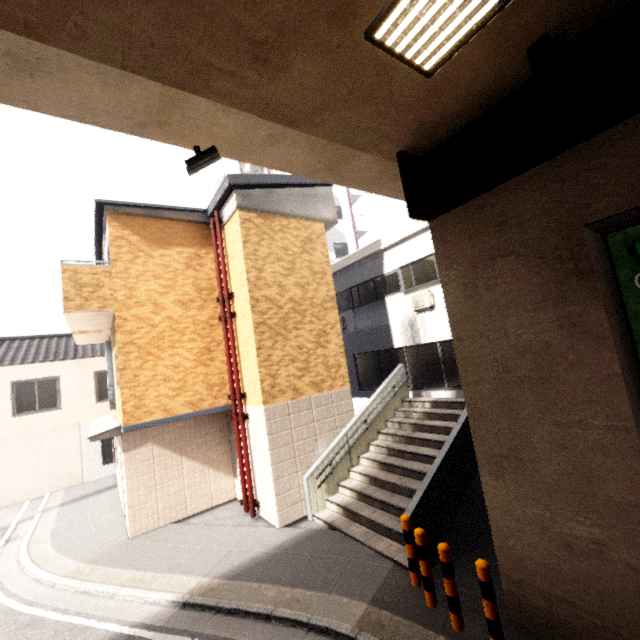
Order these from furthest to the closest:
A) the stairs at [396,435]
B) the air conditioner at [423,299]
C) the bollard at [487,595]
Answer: the air conditioner at [423,299] → the stairs at [396,435] → the bollard at [487,595]

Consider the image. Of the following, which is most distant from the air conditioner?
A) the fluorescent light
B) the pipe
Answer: the fluorescent light

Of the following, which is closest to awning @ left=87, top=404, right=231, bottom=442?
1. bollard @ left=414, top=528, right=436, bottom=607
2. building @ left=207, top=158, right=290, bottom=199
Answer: bollard @ left=414, top=528, right=436, bottom=607

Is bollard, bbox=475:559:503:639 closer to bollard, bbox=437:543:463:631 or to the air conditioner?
bollard, bbox=437:543:463:631

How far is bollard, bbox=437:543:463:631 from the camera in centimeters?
447cm

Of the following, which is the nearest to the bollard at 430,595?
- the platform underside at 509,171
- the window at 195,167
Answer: the platform underside at 509,171

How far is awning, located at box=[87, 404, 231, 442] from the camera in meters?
8.4 m

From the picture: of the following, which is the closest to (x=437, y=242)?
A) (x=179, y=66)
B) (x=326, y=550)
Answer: (x=179, y=66)
